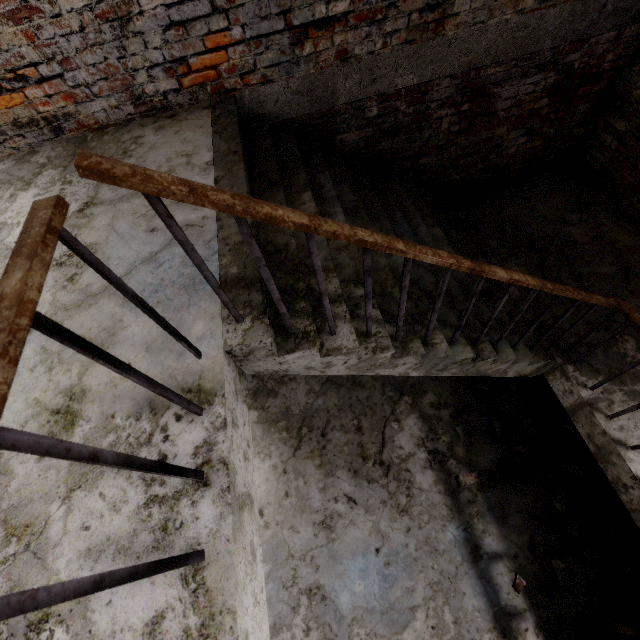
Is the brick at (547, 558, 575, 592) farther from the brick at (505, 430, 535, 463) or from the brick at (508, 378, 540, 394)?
the brick at (508, 378, 540, 394)

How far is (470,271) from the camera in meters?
1.5 m

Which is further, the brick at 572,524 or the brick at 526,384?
the brick at 526,384

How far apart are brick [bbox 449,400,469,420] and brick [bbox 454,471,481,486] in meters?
0.7 m

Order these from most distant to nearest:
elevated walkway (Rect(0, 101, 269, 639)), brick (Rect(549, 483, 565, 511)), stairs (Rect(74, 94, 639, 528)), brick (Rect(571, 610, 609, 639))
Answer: brick (Rect(549, 483, 565, 511)), brick (Rect(571, 610, 609, 639)), stairs (Rect(74, 94, 639, 528)), elevated walkway (Rect(0, 101, 269, 639))

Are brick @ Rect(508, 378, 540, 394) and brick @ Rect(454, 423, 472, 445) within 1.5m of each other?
yes

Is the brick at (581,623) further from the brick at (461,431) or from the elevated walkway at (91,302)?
the elevated walkway at (91,302)

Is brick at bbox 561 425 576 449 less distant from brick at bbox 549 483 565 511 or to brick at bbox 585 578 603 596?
brick at bbox 549 483 565 511
